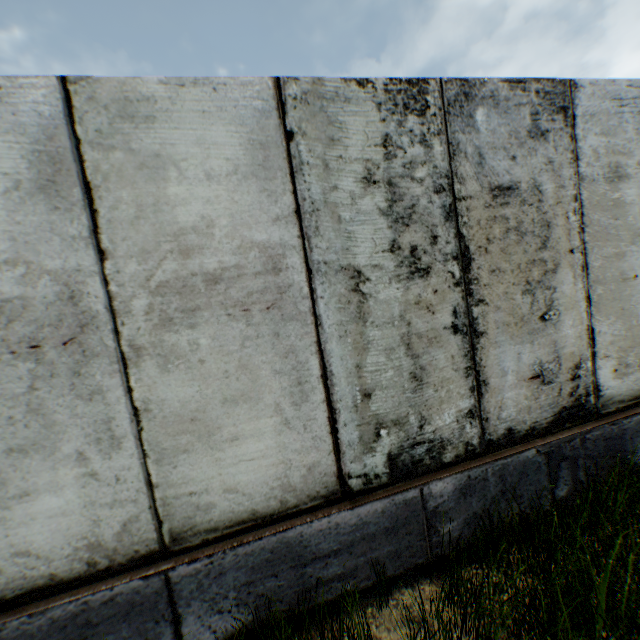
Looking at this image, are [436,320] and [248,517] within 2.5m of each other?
yes
